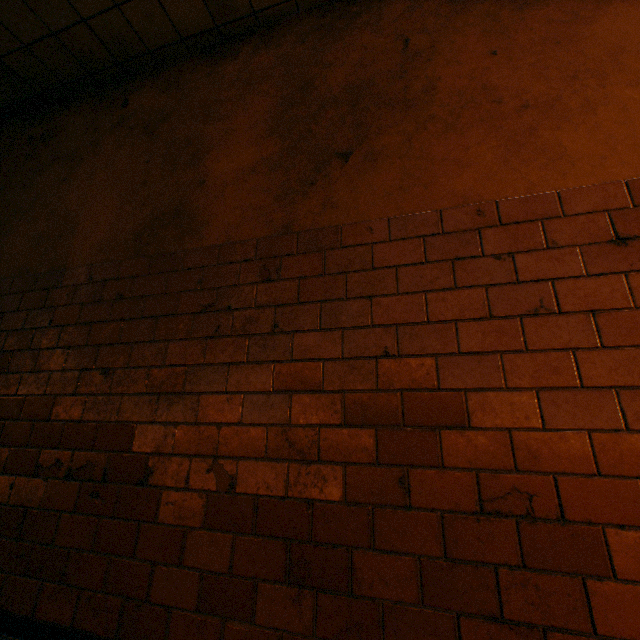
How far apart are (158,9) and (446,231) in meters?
2.9
